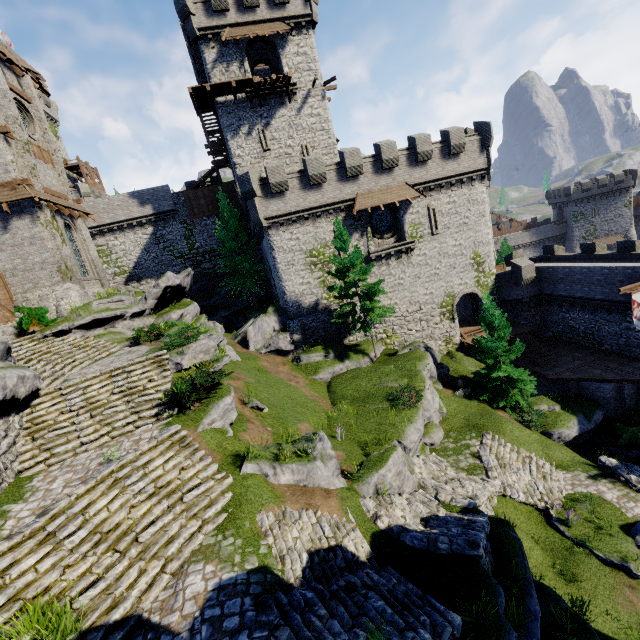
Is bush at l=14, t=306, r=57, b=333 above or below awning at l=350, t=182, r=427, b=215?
below

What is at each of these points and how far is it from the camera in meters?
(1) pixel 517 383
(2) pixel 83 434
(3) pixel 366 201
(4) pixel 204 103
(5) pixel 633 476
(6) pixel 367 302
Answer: (1) tree, 20.9
(2) stairs, 11.2
(3) awning, 25.2
(4) walkway, 27.8
(5) stairs, 15.8
(6) tree, 22.1

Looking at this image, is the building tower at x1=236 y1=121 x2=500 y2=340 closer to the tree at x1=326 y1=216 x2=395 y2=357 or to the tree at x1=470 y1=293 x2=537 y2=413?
the tree at x1=326 y1=216 x2=395 y2=357

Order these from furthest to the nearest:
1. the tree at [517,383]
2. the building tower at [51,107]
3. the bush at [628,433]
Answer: the building tower at [51,107], the tree at [517,383], the bush at [628,433]

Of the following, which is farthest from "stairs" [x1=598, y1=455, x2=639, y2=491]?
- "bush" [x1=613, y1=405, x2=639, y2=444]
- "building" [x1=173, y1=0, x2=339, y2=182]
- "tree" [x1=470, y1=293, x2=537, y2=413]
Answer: "building" [x1=173, y1=0, x2=339, y2=182]

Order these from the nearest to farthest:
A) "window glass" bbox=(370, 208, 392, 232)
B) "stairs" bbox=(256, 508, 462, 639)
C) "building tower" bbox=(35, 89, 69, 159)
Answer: "stairs" bbox=(256, 508, 462, 639) < "window glass" bbox=(370, 208, 392, 232) < "building tower" bbox=(35, 89, 69, 159)

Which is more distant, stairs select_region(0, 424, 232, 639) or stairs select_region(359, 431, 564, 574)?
stairs select_region(359, 431, 564, 574)

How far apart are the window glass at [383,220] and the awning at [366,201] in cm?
132
